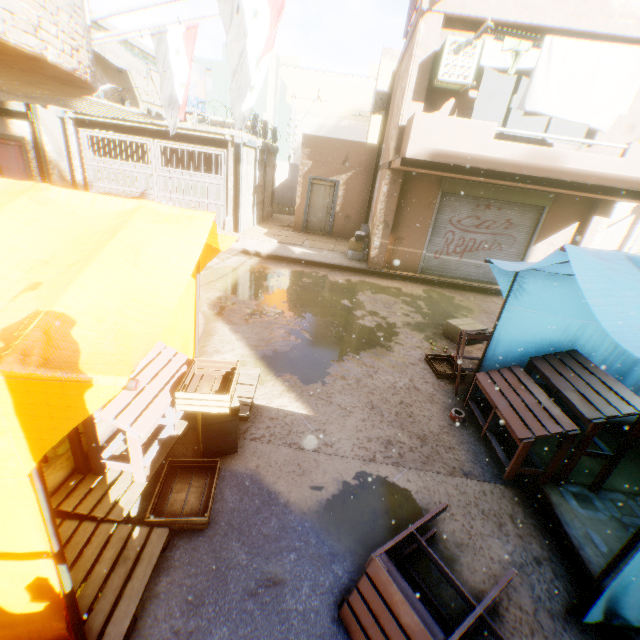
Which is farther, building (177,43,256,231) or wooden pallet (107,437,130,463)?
building (177,43,256,231)

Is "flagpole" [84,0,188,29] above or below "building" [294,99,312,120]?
below

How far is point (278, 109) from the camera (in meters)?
26.53

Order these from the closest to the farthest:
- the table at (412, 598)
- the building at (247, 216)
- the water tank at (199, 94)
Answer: the table at (412, 598)
the building at (247, 216)
the water tank at (199, 94)

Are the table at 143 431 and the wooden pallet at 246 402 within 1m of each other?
yes

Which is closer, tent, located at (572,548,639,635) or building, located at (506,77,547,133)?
tent, located at (572,548,639,635)

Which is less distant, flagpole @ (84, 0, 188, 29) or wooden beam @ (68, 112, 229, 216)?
flagpole @ (84, 0, 188, 29)

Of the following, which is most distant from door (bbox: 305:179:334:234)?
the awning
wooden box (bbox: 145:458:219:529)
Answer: the awning
